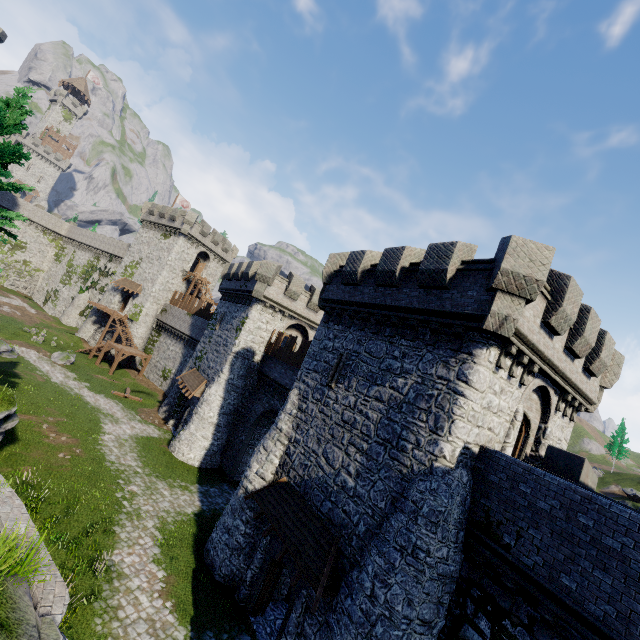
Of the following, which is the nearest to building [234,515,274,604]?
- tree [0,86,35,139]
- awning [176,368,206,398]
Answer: awning [176,368,206,398]

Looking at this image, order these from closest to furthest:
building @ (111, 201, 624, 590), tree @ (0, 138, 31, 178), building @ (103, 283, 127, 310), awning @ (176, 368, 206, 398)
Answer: building @ (111, 201, 624, 590) < tree @ (0, 138, 31, 178) < awning @ (176, 368, 206, 398) < building @ (103, 283, 127, 310)

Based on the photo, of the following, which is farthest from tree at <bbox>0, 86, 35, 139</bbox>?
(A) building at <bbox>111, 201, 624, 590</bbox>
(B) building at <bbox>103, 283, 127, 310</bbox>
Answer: (B) building at <bbox>103, 283, 127, 310</bbox>

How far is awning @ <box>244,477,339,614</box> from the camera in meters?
10.8

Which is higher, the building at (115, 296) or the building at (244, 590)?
the building at (115, 296)

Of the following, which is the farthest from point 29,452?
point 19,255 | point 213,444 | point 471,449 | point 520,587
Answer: point 19,255

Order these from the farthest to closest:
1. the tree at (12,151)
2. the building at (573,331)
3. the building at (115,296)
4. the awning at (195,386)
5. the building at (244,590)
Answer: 1. the building at (115,296)
2. the awning at (195,386)
3. the building at (244,590)
4. the tree at (12,151)
5. the building at (573,331)

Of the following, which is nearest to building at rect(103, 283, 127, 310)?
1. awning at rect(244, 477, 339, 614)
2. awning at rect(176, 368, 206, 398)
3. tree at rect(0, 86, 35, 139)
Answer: awning at rect(176, 368, 206, 398)
